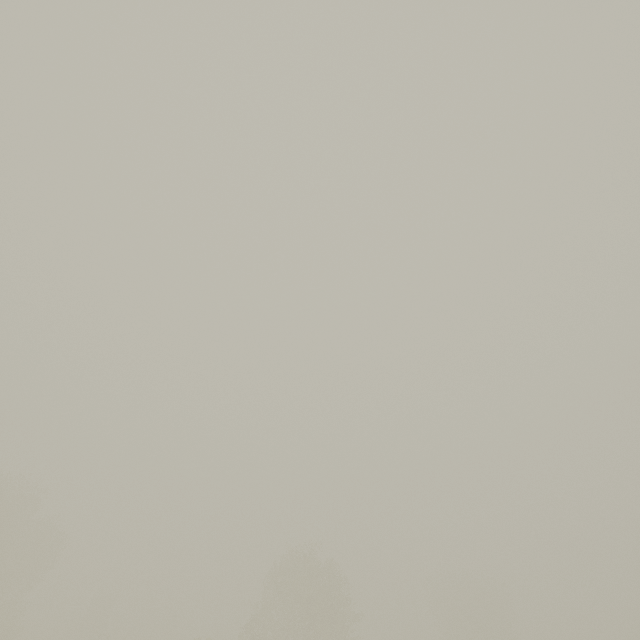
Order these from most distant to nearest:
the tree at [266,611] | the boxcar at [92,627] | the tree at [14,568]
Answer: the boxcar at [92,627] → the tree at [14,568] → the tree at [266,611]

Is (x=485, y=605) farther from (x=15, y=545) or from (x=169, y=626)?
(x=15, y=545)

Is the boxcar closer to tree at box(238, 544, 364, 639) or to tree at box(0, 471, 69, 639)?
tree at box(0, 471, 69, 639)

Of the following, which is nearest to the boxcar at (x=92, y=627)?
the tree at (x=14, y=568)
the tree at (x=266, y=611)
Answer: the tree at (x=14, y=568)

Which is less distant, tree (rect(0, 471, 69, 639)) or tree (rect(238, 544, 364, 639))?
tree (rect(238, 544, 364, 639))

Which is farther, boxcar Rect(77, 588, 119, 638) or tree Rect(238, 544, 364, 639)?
boxcar Rect(77, 588, 119, 638)

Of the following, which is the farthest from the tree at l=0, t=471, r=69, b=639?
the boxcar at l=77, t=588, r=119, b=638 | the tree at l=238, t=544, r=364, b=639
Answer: the boxcar at l=77, t=588, r=119, b=638
